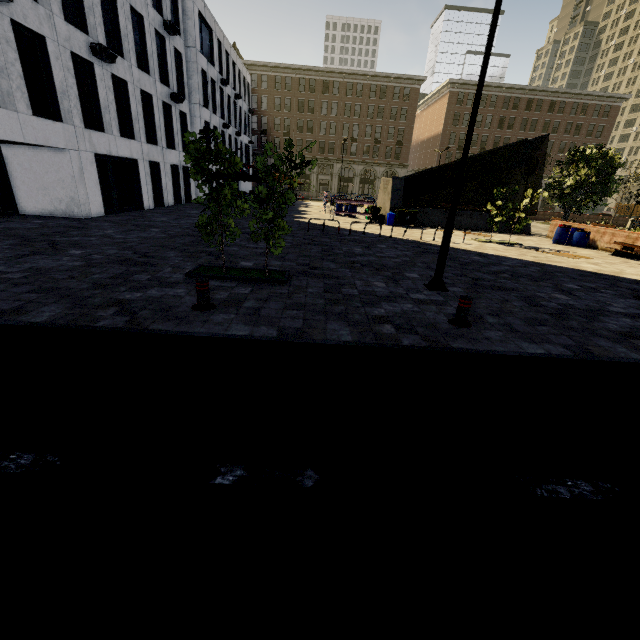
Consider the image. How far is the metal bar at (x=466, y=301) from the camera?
6.1m

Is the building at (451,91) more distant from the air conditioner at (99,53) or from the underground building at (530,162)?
the underground building at (530,162)

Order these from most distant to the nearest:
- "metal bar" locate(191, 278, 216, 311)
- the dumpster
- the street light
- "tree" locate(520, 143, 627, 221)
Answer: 1. the dumpster
2. "tree" locate(520, 143, 627, 221)
3. the street light
4. "metal bar" locate(191, 278, 216, 311)

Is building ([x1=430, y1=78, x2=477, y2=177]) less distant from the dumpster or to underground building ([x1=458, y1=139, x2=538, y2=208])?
underground building ([x1=458, y1=139, x2=538, y2=208])

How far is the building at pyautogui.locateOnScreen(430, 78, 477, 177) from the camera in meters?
53.9

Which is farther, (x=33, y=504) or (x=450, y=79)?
(x=450, y=79)

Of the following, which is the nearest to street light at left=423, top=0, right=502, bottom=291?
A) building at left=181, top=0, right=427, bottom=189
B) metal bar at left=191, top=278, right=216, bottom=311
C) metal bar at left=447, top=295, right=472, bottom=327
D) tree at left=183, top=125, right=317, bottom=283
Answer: metal bar at left=447, top=295, right=472, bottom=327

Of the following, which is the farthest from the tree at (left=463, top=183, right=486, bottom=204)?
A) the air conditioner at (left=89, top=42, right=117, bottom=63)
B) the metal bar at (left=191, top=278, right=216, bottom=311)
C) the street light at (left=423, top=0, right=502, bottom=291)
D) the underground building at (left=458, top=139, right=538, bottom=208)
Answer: the air conditioner at (left=89, top=42, right=117, bottom=63)
